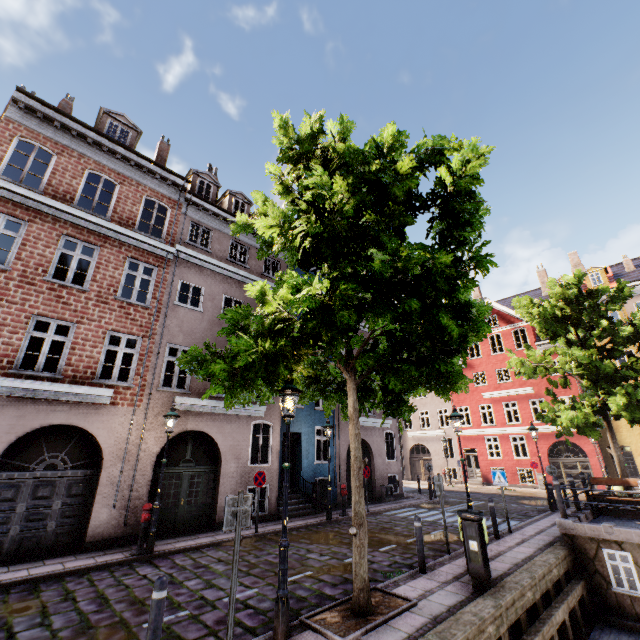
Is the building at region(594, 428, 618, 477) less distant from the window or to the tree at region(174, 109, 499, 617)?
the tree at region(174, 109, 499, 617)

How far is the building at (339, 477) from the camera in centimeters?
1636cm

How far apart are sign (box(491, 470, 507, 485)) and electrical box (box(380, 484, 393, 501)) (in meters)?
7.78

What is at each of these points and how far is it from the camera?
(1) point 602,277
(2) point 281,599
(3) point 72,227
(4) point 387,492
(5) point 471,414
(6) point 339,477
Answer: (1) building, 25.5 meters
(2) street light, 4.9 meters
(3) building, 11.2 meters
(4) electrical box, 18.2 meters
(5) building, 29.0 meters
(6) building, 16.7 meters

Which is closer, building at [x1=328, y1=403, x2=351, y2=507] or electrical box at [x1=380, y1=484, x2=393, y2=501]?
building at [x1=328, y1=403, x2=351, y2=507]

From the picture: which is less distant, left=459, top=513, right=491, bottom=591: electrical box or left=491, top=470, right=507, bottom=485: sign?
left=459, top=513, right=491, bottom=591: electrical box

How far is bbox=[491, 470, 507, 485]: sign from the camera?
11.5 meters

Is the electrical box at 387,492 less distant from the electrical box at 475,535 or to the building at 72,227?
the building at 72,227
